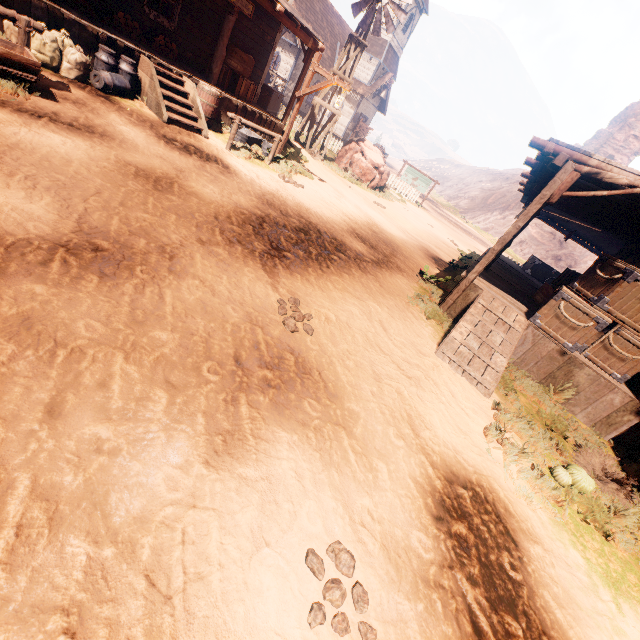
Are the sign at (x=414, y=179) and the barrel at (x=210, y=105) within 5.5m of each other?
no

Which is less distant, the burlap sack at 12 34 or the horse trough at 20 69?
the horse trough at 20 69

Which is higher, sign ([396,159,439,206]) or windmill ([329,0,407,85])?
windmill ([329,0,407,85])

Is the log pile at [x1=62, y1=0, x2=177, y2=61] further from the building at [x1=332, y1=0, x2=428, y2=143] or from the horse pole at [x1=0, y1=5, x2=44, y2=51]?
the horse pole at [x1=0, y1=5, x2=44, y2=51]

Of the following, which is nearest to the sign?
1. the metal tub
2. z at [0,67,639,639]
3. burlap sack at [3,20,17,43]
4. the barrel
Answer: z at [0,67,639,639]

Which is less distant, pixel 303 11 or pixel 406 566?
pixel 406 566

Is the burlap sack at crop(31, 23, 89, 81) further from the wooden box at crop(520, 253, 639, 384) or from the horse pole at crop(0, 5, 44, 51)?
the wooden box at crop(520, 253, 639, 384)

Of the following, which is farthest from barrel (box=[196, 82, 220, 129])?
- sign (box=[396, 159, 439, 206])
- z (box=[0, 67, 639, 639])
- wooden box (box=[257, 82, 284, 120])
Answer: sign (box=[396, 159, 439, 206])
